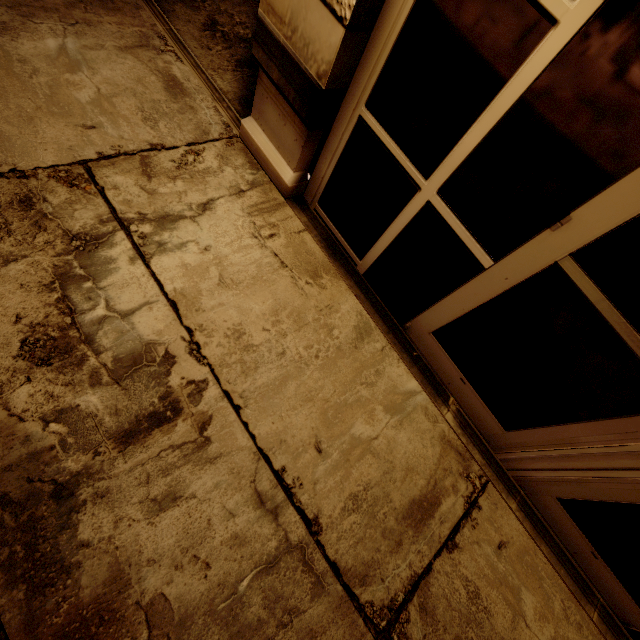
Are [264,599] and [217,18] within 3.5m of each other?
no
